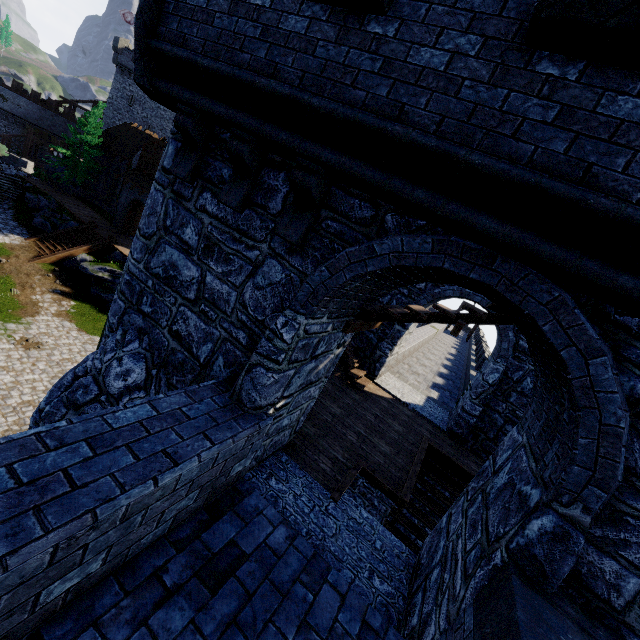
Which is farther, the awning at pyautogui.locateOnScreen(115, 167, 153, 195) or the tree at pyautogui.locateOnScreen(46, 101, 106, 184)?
the tree at pyautogui.locateOnScreen(46, 101, 106, 184)

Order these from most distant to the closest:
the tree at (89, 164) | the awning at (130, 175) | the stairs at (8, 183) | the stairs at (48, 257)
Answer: the tree at (89, 164) < the stairs at (8, 183) < the awning at (130, 175) < the stairs at (48, 257)

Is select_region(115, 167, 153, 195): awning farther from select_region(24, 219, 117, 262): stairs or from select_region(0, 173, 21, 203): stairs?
select_region(0, 173, 21, 203): stairs

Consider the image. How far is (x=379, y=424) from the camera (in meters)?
8.76

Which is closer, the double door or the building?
the building

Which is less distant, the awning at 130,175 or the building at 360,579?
the building at 360,579

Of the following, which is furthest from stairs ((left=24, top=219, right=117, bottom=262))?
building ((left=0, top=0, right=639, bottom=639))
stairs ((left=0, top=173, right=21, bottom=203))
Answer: building ((left=0, top=0, right=639, bottom=639))

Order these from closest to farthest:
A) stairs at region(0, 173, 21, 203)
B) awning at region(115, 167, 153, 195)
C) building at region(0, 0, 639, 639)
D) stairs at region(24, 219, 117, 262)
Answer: building at region(0, 0, 639, 639)
stairs at region(24, 219, 117, 262)
awning at region(115, 167, 153, 195)
stairs at region(0, 173, 21, 203)
